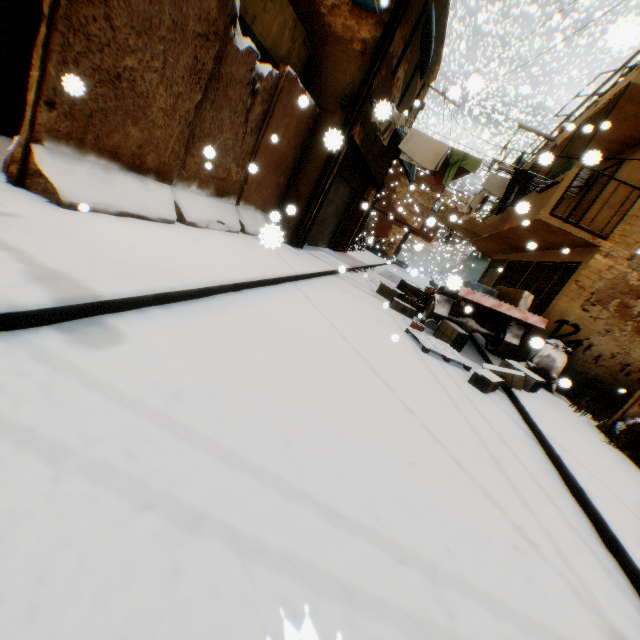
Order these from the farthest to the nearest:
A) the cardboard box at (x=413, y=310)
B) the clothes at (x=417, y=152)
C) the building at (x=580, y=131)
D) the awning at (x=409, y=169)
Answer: the awning at (x=409, y=169)
the cardboard box at (x=413, y=310)
the clothes at (x=417, y=152)
the building at (x=580, y=131)

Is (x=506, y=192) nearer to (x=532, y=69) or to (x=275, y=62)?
(x=275, y=62)

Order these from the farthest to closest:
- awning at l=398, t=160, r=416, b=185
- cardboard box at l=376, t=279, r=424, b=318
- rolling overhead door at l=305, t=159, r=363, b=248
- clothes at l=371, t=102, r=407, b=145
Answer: awning at l=398, t=160, r=416, b=185
rolling overhead door at l=305, t=159, r=363, b=248
cardboard box at l=376, t=279, r=424, b=318
clothes at l=371, t=102, r=407, b=145

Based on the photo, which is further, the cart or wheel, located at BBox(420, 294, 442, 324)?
wheel, located at BBox(420, 294, 442, 324)

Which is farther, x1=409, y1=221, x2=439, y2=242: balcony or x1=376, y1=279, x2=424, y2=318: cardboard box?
x1=409, y1=221, x2=439, y2=242: balcony

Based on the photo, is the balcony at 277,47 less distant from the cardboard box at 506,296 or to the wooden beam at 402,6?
the wooden beam at 402,6

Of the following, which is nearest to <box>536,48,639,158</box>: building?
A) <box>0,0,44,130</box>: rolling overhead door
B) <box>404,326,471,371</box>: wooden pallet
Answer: <box>0,0,44,130</box>: rolling overhead door

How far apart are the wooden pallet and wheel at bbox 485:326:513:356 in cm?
195
